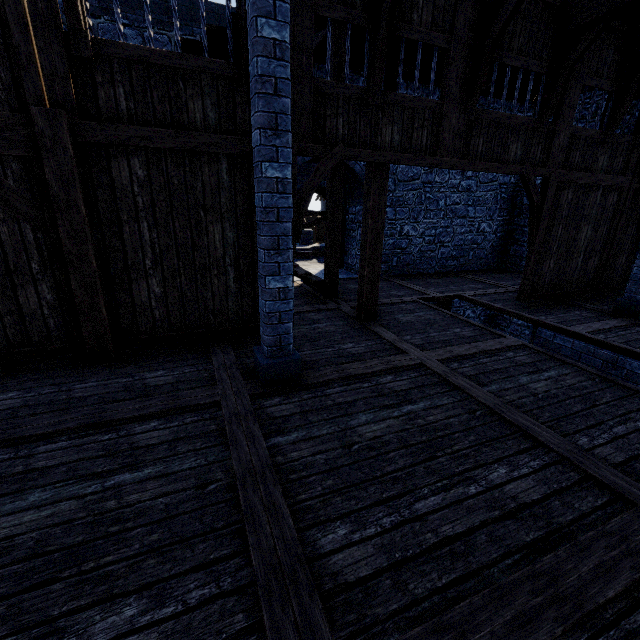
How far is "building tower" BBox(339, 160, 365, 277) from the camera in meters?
9.9

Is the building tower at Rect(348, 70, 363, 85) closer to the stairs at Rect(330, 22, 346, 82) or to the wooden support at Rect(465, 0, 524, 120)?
the stairs at Rect(330, 22, 346, 82)

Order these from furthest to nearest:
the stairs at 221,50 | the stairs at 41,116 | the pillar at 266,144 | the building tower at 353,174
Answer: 1. the building tower at 353,174
2. the stairs at 221,50
3. the stairs at 41,116
4. the pillar at 266,144

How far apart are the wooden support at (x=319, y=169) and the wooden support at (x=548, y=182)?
4.1 meters

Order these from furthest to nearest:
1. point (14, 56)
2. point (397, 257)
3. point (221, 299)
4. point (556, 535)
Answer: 1. point (397, 257)
2. point (221, 299)
3. point (14, 56)
4. point (556, 535)

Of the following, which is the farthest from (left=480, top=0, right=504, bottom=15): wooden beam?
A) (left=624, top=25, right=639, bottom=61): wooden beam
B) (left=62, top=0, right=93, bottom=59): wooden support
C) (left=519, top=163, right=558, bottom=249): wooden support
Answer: (left=62, top=0, right=93, bottom=59): wooden support

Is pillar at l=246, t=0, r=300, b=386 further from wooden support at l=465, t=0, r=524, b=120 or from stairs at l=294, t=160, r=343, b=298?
wooden support at l=465, t=0, r=524, b=120
